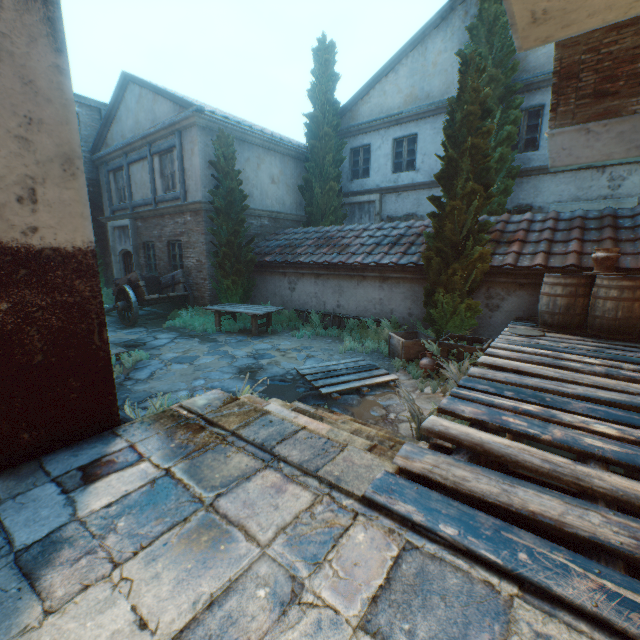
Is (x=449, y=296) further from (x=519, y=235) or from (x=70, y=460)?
(x=70, y=460)

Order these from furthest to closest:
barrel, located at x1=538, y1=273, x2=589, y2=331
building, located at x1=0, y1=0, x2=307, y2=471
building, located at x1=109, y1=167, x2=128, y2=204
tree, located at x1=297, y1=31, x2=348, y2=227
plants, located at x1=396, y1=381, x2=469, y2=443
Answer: building, located at x1=109, y1=167, x2=128, y2=204 → tree, located at x1=297, y1=31, x2=348, y2=227 → barrel, located at x1=538, y1=273, x2=589, y2=331 → plants, located at x1=396, y1=381, x2=469, y2=443 → building, located at x1=0, y1=0, x2=307, y2=471

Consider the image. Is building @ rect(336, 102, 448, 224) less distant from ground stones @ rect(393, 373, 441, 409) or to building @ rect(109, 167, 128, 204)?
building @ rect(109, 167, 128, 204)

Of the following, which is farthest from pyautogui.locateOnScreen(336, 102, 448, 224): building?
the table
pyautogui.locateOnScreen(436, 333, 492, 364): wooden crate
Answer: pyautogui.locateOnScreen(436, 333, 492, 364): wooden crate

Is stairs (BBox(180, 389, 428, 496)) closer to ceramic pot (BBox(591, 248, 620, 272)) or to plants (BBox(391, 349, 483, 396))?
plants (BBox(391, 349, 483, 396))

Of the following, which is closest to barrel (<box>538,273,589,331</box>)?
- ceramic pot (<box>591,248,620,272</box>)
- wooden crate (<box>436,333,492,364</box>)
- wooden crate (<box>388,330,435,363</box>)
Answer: ceramic pot (<box>591,248,620,272</box>)

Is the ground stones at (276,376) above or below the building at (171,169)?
below

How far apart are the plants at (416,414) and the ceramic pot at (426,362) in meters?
2.0 m
